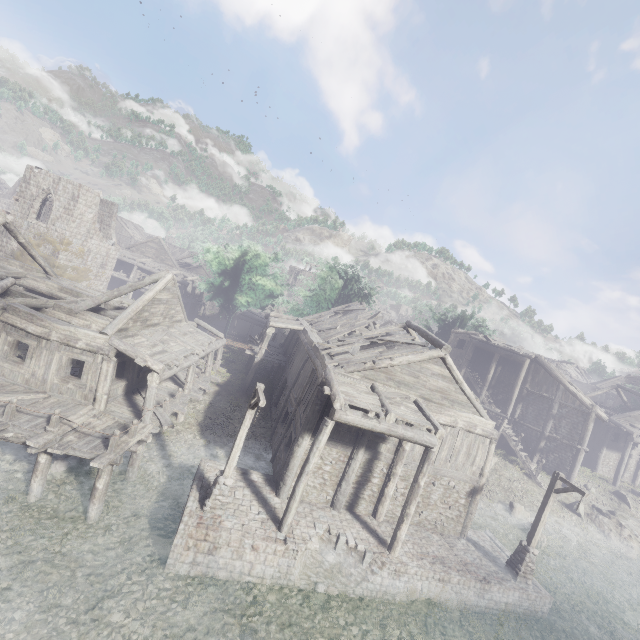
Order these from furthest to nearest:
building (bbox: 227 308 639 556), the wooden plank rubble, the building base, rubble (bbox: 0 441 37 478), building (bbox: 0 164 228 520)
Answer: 1. the wooden plank rubble
2. building (bbox: 227 308 639 556)
3. rubble (bbox: 0 441 37 478)
4. building (bbox: 0 164 228 520)
5. the building base

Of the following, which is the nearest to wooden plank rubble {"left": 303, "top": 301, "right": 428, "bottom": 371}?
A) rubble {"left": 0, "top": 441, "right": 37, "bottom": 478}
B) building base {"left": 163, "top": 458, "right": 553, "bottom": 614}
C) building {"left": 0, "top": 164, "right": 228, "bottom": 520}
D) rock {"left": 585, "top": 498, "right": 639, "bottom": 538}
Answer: building {"left": 0, "top": 164, "right": 228, "bottom": 520}

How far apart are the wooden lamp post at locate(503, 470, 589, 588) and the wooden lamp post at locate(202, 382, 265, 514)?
13.00m

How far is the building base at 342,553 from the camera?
10.77m

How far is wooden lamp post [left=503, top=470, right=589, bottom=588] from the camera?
13.90m

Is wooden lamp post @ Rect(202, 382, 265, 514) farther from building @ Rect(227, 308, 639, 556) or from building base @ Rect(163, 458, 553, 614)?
building @ Rect(227, 308, 639, 556)

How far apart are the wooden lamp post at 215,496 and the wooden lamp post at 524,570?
13.0m

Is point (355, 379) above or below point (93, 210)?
below
